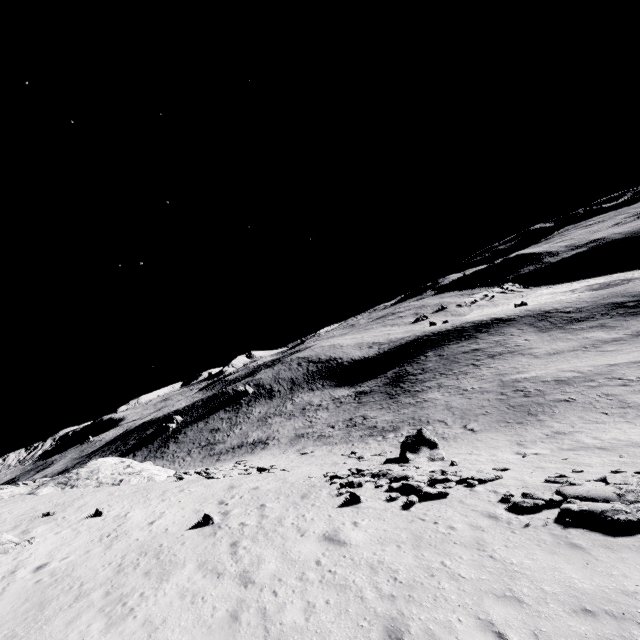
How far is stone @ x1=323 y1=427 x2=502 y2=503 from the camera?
14.8m

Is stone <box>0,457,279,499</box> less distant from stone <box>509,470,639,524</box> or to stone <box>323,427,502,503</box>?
stone <box>323,427,502,503</box>

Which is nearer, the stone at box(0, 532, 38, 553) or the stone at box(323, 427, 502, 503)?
the stone at box(0, 532, 38, 553)

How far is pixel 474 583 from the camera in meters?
8.1 m

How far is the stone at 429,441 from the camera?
14.80m

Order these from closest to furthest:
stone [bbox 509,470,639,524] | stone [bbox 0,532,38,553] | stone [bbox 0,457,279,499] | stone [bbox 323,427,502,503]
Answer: stone [bbox 509,470,639,524] → stone [bbox 0,532,38,553] → stone [bbox 323,427,502,503] → stone [bbox 0,457,279,499]

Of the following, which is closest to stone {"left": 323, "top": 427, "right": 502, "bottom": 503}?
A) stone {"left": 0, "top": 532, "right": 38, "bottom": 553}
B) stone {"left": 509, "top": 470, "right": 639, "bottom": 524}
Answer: stone {"left": 509, "top": 470, "right": 639, "bottom": 524}

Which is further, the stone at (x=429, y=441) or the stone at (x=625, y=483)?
the stone at (x=429, y=441)
